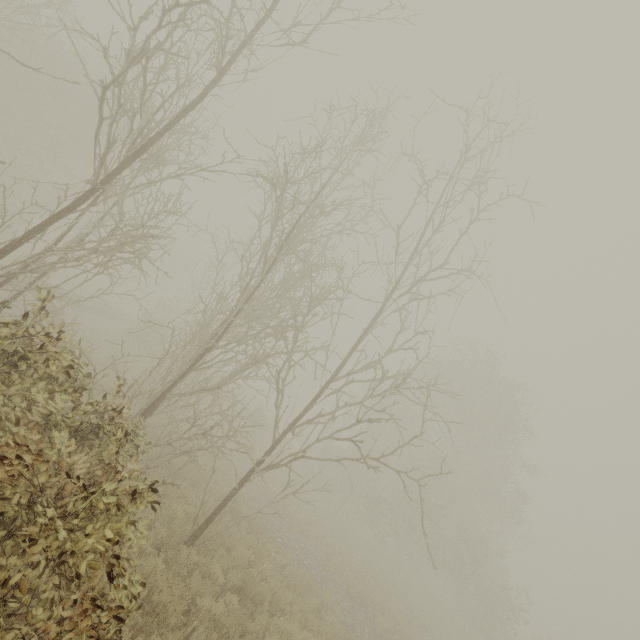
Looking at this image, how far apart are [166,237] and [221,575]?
8.6 meters
